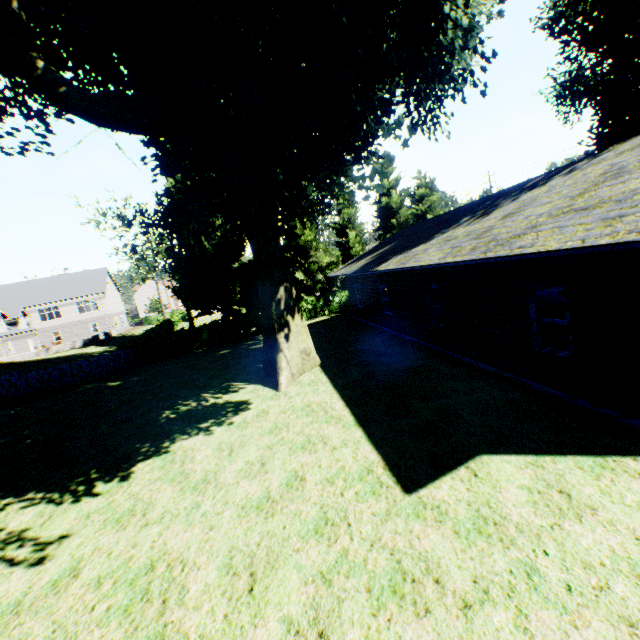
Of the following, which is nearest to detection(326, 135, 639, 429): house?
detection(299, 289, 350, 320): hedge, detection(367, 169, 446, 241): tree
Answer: detection(367, 169, 446, 241): tree

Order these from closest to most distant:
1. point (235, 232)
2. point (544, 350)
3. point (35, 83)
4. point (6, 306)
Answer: point (544, 350), point (35, 83), point (235, 232), point (6, 306)

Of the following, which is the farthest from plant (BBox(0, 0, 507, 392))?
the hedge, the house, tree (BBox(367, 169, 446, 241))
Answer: the house

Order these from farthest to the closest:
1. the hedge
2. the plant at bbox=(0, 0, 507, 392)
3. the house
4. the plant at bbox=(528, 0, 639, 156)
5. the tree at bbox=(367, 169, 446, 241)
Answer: the tree at bbox=(367, 169, 446, 241), the hedge, the plant at bbox=(528, 0, 639, 156), the plant at bbox=(0, 0, 507, 392), the house

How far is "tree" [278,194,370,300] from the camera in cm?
2884

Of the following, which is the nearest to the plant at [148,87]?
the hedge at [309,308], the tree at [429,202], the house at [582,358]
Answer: the tree at [429,202]

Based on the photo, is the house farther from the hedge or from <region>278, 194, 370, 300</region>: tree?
the hedge

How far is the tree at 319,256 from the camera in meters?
28.8
